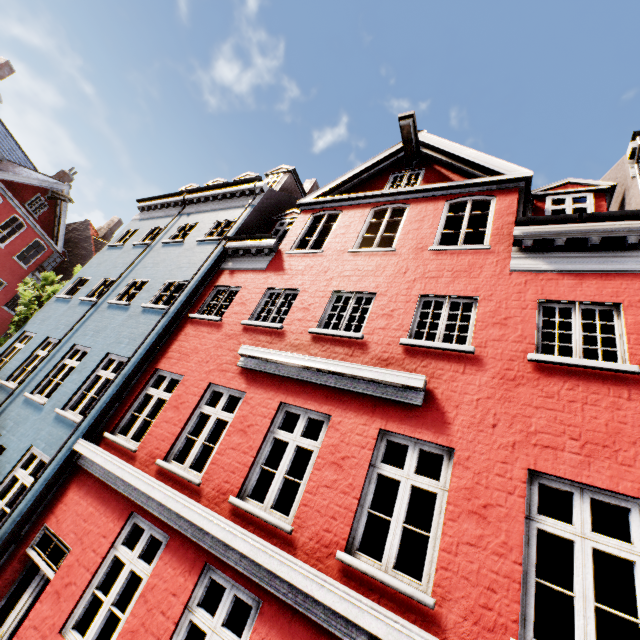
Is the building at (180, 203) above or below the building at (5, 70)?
below

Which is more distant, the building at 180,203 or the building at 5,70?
the building at 5,70

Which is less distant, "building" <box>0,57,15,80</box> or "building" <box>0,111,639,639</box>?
"building" <box>0,111,639,639</box>

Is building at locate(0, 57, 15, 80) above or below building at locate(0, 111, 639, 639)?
above

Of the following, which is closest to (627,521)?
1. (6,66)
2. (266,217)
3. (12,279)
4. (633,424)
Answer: (633,424)
